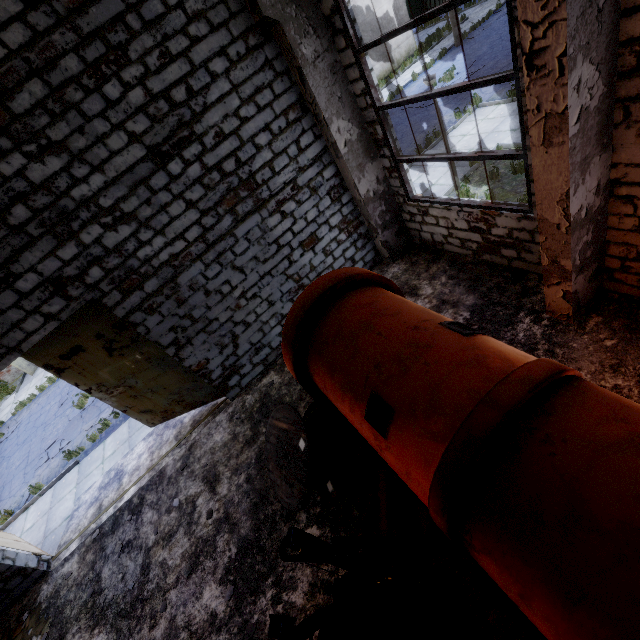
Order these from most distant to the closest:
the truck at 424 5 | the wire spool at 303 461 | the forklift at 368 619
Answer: the truck at 424 5 → the wire spool at 303 461 → the forklift at 368 619

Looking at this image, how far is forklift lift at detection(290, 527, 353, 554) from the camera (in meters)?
2.91

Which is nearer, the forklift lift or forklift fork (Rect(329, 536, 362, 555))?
the forklift lift

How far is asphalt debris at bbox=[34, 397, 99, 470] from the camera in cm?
1188

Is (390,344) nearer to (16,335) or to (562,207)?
(562,207)

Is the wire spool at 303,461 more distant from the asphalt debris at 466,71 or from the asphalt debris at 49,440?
the asphalt debris at 466,71

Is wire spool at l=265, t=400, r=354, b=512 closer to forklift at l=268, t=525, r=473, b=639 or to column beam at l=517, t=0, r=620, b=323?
forklift at l=268, t=525, r=473, b=639

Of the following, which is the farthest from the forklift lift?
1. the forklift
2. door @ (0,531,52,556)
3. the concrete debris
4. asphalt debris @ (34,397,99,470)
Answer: asphalt debris @ (34,397,99,470)
